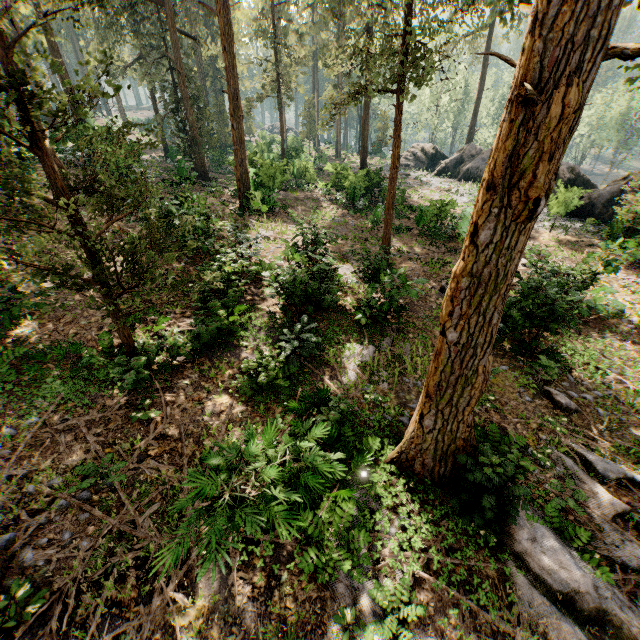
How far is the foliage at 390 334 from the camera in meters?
10.5 m

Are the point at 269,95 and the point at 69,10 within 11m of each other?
no

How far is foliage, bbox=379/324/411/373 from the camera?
10.53m

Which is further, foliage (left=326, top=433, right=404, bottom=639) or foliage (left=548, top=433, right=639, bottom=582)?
foliage (left=548, top=433, right=639, bottom=582)

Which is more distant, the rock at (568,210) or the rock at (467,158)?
the rock at (467,158)

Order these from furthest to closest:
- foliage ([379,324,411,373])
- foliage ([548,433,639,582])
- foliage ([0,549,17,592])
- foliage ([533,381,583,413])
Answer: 1. foliage ([379,324,411,373])
2. foliage ([533,381,583,413])
3. foliage ([548,433,639,582])
4. foliage ([0,549,17,592])
